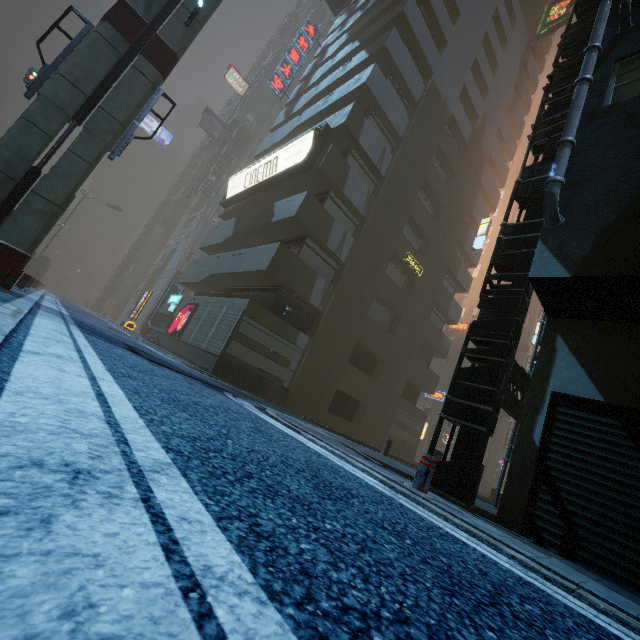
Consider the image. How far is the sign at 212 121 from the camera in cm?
4200

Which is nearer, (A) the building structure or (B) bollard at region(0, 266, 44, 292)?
(A) the building structure

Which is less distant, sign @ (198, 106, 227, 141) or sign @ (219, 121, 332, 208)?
sign @ (219, 121, 332, 208)

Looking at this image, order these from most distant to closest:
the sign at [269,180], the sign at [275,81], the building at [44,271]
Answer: the building at [44,271] < the sign at [275,81] < the sign at [269,180]

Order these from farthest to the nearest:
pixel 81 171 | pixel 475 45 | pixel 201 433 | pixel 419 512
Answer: pixel 475 45, pixel 81 171, pixel 419 512, pixel 201 433

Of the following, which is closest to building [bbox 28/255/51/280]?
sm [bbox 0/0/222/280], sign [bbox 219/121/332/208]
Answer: sign [bbox 219/121/332/208]

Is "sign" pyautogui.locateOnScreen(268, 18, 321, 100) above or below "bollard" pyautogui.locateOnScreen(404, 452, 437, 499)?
above

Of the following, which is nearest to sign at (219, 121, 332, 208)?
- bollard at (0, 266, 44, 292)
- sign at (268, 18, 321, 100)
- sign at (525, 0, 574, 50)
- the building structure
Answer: bollard at (0, 266, 44, 292)
